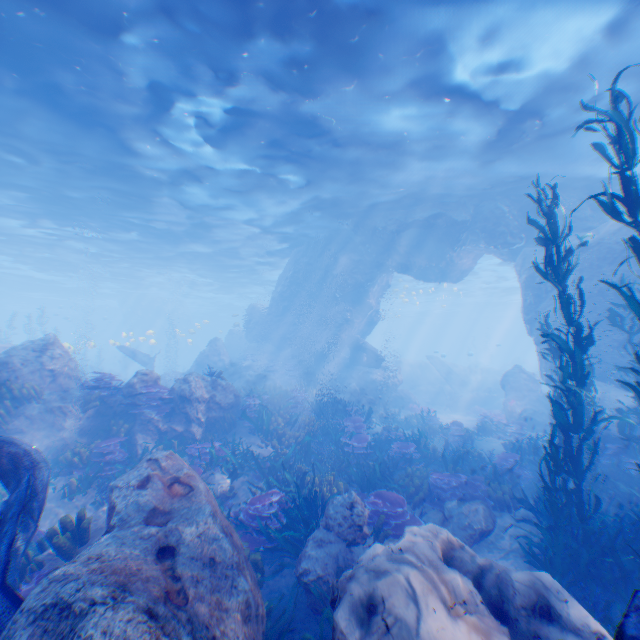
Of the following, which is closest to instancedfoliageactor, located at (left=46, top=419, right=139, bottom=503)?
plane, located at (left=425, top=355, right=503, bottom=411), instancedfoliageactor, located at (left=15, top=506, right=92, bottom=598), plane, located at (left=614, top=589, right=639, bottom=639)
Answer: plane, located at (left=614, top=589, right=639, bottom=639)

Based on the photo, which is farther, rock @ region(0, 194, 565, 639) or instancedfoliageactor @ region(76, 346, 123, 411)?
instancedfoliageactor @ region(76, 346, 123, 411)

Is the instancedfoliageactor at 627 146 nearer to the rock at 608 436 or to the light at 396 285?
the rock at 608 436

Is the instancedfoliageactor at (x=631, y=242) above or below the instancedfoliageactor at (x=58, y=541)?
above

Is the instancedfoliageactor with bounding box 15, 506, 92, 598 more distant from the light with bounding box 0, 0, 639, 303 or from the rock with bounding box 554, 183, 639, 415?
the light with bounding box 0, 0, 639, 303

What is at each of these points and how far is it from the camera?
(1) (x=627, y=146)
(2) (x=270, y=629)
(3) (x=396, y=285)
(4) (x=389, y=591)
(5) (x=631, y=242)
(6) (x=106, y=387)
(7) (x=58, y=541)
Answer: (1) instancedfoliageactor, 4.8 meters
(2) instancedfoliageactor, 5.1 meters
(3) light, 41.4 meters
(4) rock, 3.3 meters
(5) instancedfoliageactor, 4.8 meters
(6) instancedfoliageactor, 11.1 meters
(7) instancedfoliageactor, 5.6 meters

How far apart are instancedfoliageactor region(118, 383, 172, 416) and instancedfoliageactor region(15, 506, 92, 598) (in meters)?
4.43
